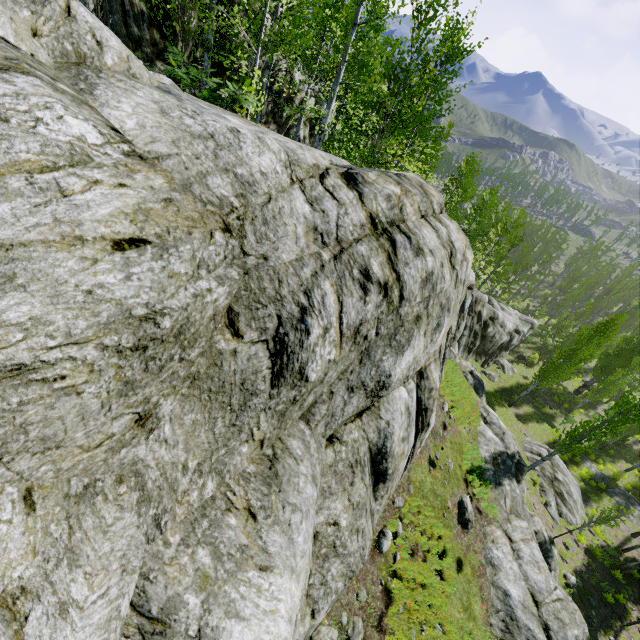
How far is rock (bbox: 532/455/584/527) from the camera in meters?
19.7

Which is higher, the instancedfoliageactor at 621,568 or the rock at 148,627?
the rock at 148,627

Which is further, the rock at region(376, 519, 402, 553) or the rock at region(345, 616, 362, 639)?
the rock at region(376, 519, 402, 553)

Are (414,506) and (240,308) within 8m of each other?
no

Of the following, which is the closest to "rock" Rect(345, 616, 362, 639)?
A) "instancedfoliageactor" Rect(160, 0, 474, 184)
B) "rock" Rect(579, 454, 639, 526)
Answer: "instancedfoliageactor" Rect(160, 0, 474, 184)

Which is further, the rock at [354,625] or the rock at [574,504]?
the rock at [574,504]

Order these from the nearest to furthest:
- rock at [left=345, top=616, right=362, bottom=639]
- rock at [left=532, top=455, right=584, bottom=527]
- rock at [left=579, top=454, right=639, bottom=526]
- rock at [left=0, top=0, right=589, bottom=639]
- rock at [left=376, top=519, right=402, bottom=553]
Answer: rock at [left=0, top=0, right=589, bottom=639] < rock at [left=345, top=616, right=362, bottom=639] < rock at [left=376, top=519, right=402, bottom=553] < rock at [left=532, top=455, right=584, bottom=527] < rock at [left=579, top=454, right=639, bottom=526]

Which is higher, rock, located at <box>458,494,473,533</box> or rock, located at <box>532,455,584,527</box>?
rock, located at <box>458,494,473,533</box>
